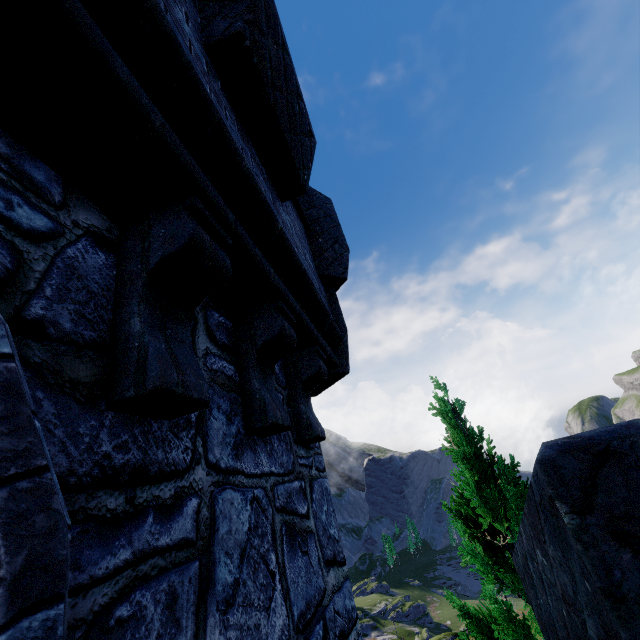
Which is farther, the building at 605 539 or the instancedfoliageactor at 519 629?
the instancedfoliageactor at 519 629

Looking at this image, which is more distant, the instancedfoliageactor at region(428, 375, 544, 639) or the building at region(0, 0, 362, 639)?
the instancedfoliageactor at region(428, 375, 544, 639)

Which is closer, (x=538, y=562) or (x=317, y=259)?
(x=538, y=562)
